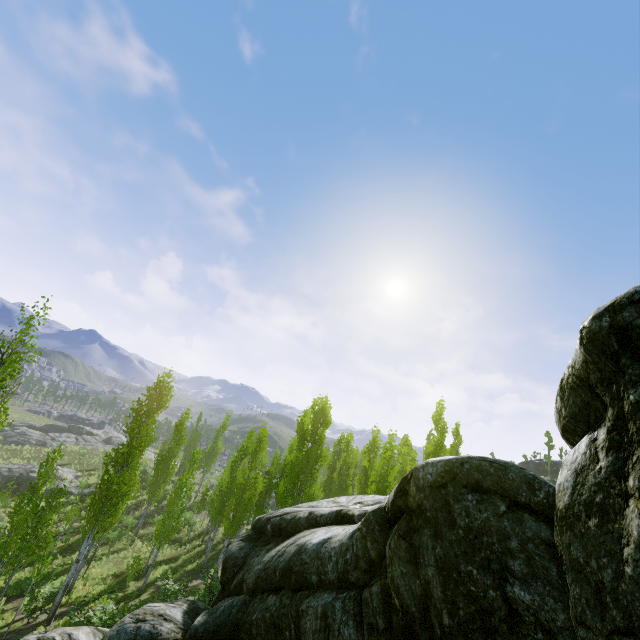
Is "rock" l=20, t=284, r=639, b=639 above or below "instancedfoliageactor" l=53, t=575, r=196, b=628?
above

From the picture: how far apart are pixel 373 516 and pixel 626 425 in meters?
4.8

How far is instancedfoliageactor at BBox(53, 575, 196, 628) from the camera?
12.5 meters

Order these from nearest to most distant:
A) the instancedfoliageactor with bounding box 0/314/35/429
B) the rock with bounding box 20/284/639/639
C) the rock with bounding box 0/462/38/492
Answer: the rock with bounding box 20/284/639/639 → the instancedfoliageactor with bounding box 0/314/35/429 → the rock with bounding box 0/462/38/492

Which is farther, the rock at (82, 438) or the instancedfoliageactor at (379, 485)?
the rock at (82, 438)

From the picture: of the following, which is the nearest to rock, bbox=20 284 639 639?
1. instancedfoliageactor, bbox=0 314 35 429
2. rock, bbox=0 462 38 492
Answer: instancedfoliageactor, bbox=0 314 35 429

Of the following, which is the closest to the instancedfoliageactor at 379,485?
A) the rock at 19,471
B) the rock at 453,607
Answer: the rock at 453,607
